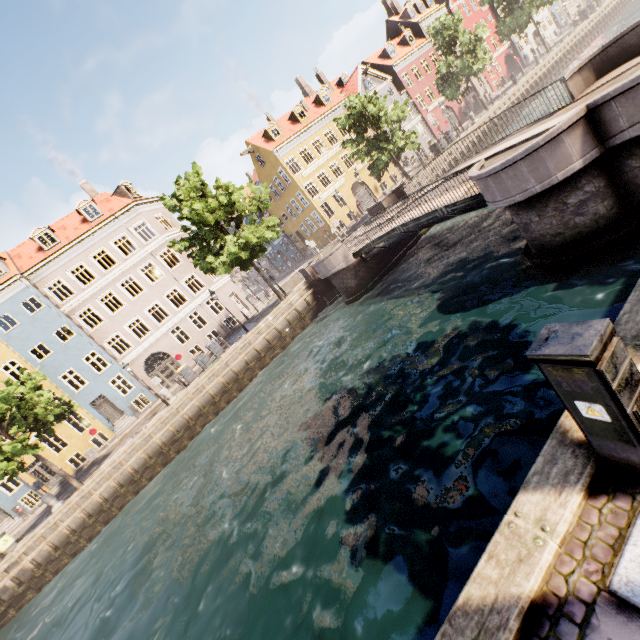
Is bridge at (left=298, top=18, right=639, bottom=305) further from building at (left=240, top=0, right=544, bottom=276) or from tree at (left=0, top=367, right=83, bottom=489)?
building at (left=240, top=0, right=544, bottom=276)

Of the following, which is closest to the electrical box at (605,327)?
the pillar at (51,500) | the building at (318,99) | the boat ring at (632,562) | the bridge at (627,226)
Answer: the boat ring at (632,562)

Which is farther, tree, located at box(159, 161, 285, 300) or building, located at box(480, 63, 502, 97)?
building, located at box(480, 63, 502, 97)

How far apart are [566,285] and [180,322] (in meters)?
28.09

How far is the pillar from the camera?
17.59m

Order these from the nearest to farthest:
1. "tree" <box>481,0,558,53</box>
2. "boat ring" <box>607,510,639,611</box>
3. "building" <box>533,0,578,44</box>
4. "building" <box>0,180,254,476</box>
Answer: "boat ring" <box>607,510,639,611</box> < "building" <box>0,180,254,476</box> < "tree" <box>481,0,558,53</box> < "building" <box>533,0,578,44</box>

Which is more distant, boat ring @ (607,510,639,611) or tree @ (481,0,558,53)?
tree @ (481,0,558,53)

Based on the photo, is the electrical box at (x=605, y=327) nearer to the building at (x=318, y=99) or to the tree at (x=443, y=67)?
the tree at (x=443, y=67)
